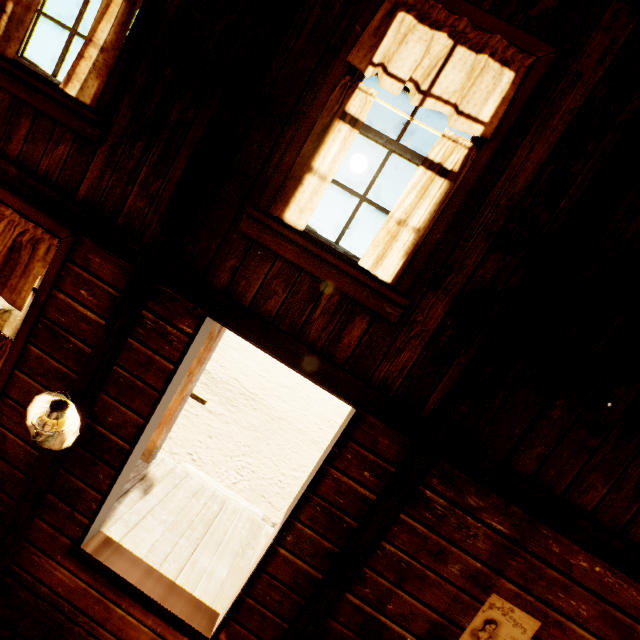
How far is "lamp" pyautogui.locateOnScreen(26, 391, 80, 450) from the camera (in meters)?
2.26

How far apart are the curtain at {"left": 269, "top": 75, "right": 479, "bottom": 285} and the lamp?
2.0m

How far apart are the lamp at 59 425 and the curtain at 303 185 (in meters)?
1.97

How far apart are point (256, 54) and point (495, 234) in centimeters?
196cm

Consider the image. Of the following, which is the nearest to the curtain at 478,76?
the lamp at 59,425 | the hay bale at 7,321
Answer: the lamp at 59,425

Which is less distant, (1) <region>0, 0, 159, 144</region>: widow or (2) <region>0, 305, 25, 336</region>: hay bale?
(1) <region>0, 0, 159, 144</region>: widow

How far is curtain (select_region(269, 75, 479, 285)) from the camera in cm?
206

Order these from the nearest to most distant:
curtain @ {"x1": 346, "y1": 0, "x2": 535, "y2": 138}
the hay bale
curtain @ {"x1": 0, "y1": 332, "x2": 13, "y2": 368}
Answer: curtain @ {"x1": 346, "y1": 0, "x2": 535, "y2": 138} → curtain @ {"x1": 0, "y1": 332, "x2": 13, "y2": 368} → the hay bale
